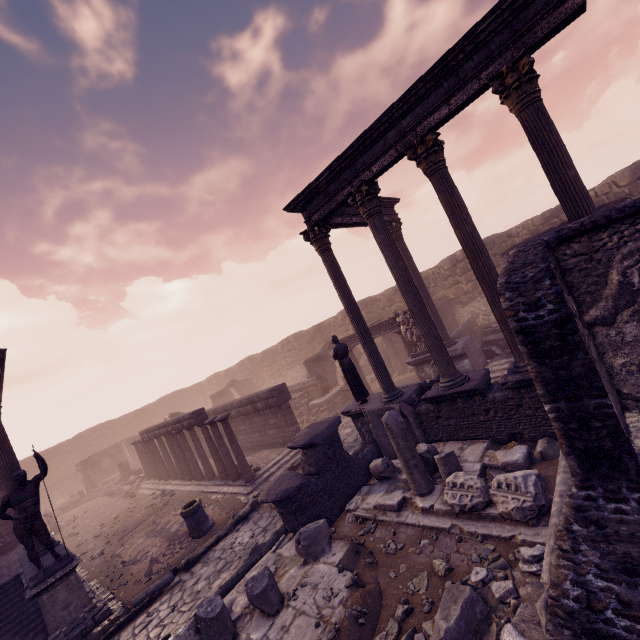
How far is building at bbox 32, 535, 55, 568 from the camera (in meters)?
8.36

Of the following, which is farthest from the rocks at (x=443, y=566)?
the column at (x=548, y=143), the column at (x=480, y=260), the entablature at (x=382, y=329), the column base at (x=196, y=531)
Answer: the entablature at (x=382, y=329)

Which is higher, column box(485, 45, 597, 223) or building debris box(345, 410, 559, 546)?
column box(485, 45, 597, 223)

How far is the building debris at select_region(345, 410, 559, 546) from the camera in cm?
503

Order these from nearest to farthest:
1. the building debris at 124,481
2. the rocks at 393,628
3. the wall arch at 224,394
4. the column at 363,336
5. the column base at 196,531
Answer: the rocks at 393,628
the column at 363,336
the column base at 196,531
the building debris at 124,481
the wall arch at 224,394

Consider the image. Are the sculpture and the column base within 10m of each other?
yes

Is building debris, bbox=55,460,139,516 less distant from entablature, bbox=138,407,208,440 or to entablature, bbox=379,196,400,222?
entablature, bbox=138,407,208,440

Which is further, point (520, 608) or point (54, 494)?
point (54, 494)
